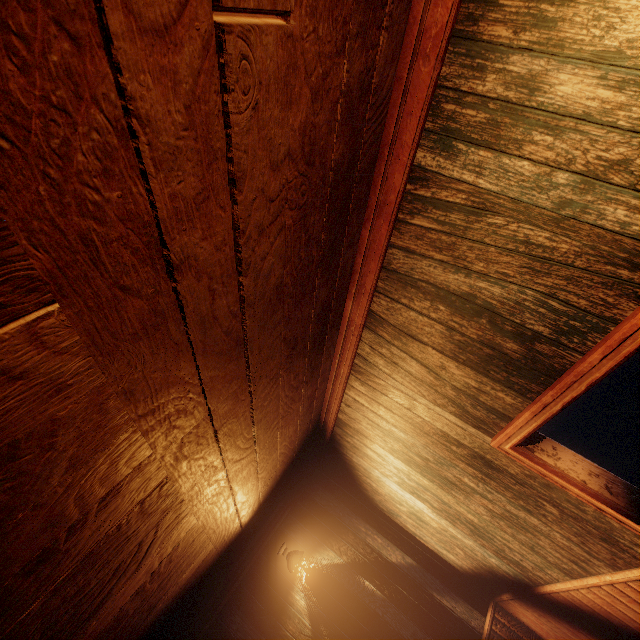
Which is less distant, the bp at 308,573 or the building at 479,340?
the building at 479,340

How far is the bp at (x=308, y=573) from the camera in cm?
419

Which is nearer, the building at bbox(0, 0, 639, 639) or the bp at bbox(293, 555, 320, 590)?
the building at bbox(0, 0, 639, 639)

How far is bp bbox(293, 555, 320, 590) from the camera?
4.2m

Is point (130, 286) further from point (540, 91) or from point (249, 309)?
point (540, 91)
